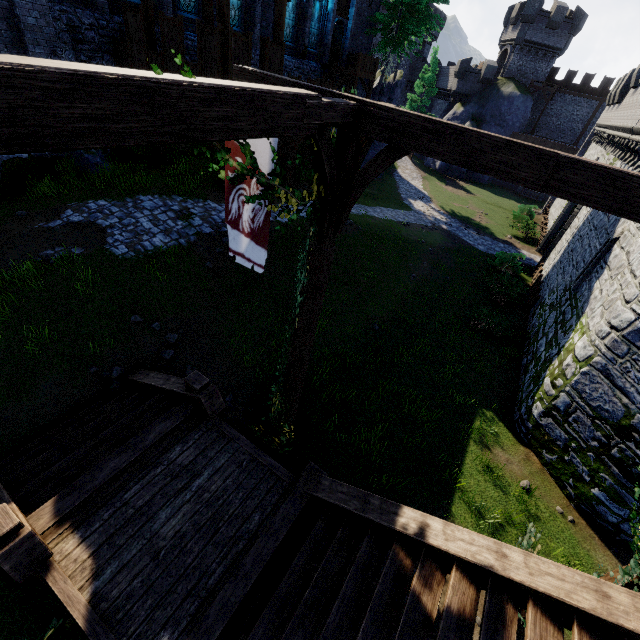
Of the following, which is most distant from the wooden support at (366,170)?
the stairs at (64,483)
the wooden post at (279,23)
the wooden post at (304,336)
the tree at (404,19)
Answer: the tree at (404,19)

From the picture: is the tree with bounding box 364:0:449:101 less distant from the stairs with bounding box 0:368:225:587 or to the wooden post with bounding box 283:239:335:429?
the wooden post with bounding box 283:239:335:429

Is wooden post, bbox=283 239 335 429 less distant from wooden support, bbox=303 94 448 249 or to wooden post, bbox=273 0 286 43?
wooden support, bbox=303 94 448 249

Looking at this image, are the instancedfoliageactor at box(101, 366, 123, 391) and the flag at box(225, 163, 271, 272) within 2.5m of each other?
no

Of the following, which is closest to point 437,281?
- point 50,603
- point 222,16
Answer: point 222,16

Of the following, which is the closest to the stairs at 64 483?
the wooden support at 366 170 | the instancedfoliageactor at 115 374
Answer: the instancedfoliageactor at 115 374

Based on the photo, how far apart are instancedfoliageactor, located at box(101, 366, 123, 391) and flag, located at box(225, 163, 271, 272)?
5.0 meters

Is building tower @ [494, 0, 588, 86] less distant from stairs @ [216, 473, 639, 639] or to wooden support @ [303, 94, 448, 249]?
wooden support @ [303, 94, 448, 249]
